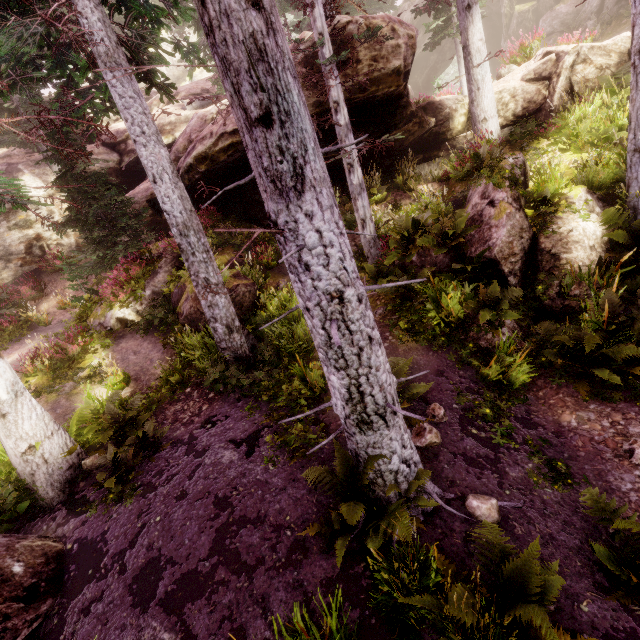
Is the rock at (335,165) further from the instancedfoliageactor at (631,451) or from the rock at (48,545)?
the rock at (48,545)

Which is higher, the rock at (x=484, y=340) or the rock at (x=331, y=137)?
the rock at (x=331, y=137)

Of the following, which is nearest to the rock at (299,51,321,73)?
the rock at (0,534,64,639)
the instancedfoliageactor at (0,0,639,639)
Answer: the instancedfoliageactor at (0,0,639,639)

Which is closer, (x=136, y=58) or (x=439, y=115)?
(x=136, y=58)

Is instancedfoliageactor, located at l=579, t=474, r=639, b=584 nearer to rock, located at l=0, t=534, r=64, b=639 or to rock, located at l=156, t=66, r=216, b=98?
rock, located at l=156, t=66, r=216, b=98

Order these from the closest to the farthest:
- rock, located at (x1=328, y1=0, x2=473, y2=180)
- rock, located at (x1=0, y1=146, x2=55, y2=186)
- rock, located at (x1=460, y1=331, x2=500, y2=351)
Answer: rock, located at (x1=460, y1=331, x2=500, y2=351)
rock, located at (x1=328, y1=0, x2=473, y2=180)
rock, located at (x1=0, y1=146, x2=55, y2=186)

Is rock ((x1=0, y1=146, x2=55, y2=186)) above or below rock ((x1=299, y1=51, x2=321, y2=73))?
above
